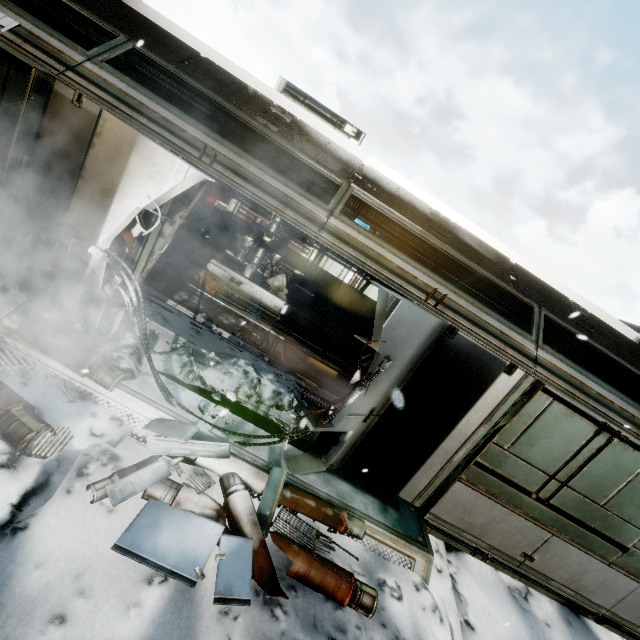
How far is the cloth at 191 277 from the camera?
8.8m

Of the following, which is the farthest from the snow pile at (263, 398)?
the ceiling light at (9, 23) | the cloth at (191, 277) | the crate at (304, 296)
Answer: the crate at (304, 296)

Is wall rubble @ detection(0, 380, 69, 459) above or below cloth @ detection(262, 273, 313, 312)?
below

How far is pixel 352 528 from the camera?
4.0 meters

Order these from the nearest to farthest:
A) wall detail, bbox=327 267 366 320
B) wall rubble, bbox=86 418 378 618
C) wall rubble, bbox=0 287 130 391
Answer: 1. wall rubble, bbox=86 418 378 618
2. wall rubble, bbox=0 287 130 391
3. wall detail, bbox=327 267 366 320

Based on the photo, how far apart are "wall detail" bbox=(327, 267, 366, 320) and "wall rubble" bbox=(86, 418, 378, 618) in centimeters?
853cm

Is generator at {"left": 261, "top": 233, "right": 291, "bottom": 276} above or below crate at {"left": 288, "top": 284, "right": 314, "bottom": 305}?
above

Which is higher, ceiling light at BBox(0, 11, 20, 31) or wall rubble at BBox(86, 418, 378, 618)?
ceiling light at BBox(0, 11, 20, 31)
